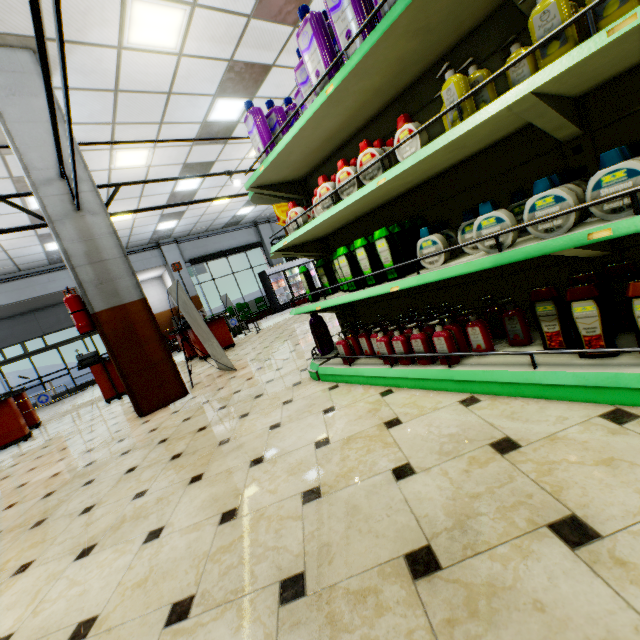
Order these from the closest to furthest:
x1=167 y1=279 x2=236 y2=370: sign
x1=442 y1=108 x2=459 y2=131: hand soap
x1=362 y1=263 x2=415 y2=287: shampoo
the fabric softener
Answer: x1=442 y1=108 x2=459 y2=131: hand soap < x1=362 y1=263 x2=415 y2=287: shampoo < the fabric softener < x1=167 y1=279 x2=236 y2=370: sign

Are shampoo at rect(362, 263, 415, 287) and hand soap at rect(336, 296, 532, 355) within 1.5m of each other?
yes

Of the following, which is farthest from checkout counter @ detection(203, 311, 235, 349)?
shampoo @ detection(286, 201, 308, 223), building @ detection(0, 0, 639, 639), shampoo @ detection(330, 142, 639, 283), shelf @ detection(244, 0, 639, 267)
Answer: shampoo @ detection(330, 142, 639, 283)

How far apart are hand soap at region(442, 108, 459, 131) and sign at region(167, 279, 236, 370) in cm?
430

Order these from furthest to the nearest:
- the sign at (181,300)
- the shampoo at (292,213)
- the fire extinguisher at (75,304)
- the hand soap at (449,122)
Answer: the sign at (181,300) → the fire extinguisher at (75,304) → the shampoo at (292,213) → the hand soap at (449,122)

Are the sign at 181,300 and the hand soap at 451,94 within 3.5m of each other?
no

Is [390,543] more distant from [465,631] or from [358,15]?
[358,15]

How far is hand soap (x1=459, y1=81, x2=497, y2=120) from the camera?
1.4 meters
